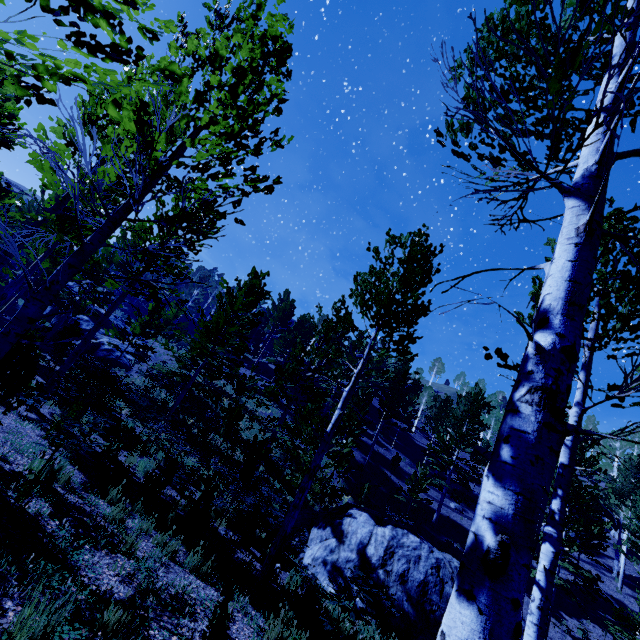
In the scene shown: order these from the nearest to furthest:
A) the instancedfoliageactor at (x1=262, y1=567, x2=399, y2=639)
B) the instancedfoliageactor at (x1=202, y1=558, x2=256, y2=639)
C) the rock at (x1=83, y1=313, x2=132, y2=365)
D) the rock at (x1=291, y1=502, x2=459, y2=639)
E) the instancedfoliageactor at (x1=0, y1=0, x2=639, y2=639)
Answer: the instancedfoliageactor at (x1=0, y1=0, x2=639, y2=639) < the instancedfoliageactor at (x1=202, y1=558, x2=256, y2=639) < the instancedfoliageactor at (x1=262, y1=567, x2=399, y2=639) < the rock at (x1=291, y1=502, x2=459, y2=639) < the rock at (x1=83, y1=313, x2=132, y2=365)

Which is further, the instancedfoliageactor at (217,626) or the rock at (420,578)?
the rock at (420,578)

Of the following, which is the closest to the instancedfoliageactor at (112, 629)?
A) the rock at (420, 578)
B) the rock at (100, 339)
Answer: the rock at (100, 339)

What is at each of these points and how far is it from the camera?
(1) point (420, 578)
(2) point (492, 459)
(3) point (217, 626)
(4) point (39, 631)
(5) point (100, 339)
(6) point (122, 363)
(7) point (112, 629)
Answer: (1) rock, 10.0 meters
(2) instancedfoliageactor, 1.4 meters
(3) instancedfoliageactor, 3.1 meters
(4) instancedfoliageactor, 2.5 meters
(5) rock, 26.7 meters
(6) rock, 24.8 meters
(7) instancedfoliageactor, 3.2 meters

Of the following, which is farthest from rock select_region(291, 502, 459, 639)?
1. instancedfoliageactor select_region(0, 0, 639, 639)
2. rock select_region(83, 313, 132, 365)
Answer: rock select_region(83, 313, 132, 365)
